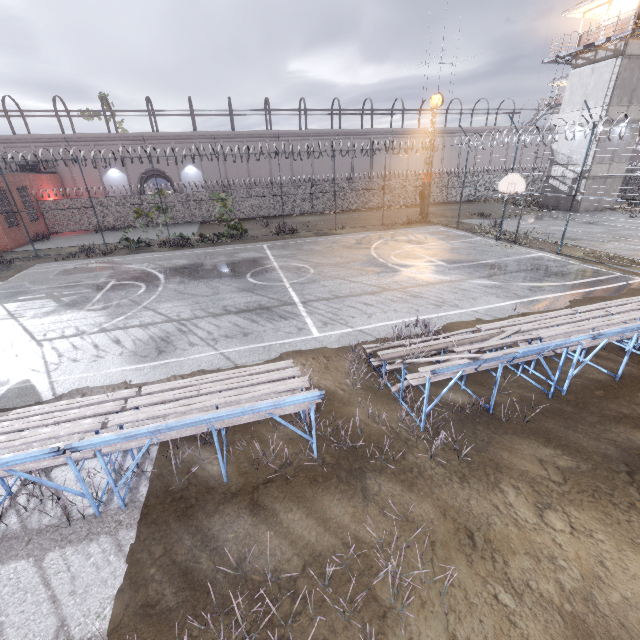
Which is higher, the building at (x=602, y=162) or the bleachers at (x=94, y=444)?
the building at (x=602, y=162)

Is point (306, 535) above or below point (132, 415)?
below

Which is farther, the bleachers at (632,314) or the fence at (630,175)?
the fence at (630,175)

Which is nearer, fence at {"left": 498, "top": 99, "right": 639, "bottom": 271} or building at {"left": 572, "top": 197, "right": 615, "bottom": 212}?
fence at {"left": 498, "top": 99, "right": 639, "bottom": 271}

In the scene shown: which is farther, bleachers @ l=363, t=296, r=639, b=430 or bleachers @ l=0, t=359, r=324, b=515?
bleachers @ l=363, t=296, r=639, b=430

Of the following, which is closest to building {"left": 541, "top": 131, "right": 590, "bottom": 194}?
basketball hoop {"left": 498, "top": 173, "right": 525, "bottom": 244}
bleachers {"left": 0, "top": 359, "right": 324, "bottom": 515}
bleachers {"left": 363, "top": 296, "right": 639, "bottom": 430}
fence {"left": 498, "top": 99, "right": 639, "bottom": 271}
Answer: fence {"left": 498, "top": 99, "right": 639, "bottom": 271}

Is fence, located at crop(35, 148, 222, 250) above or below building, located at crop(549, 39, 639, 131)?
below

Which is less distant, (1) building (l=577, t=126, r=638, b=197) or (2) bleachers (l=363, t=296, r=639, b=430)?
(2) bleachers (l=363, t=296, r=639, b=430)
